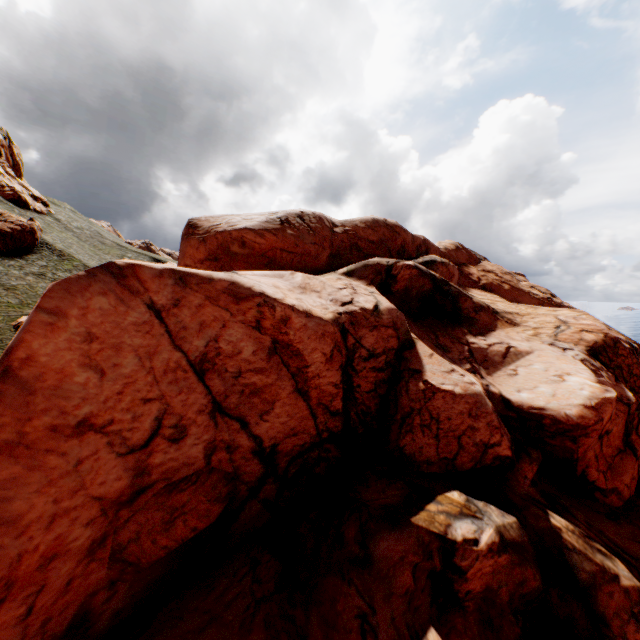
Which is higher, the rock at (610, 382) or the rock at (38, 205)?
the rock at (38, 205)

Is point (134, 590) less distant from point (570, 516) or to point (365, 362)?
point (365, 362)

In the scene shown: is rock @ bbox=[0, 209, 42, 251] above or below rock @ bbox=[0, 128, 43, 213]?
below

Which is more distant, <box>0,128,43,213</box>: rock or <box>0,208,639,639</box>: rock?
<box>0,128,43,213</box>: rock

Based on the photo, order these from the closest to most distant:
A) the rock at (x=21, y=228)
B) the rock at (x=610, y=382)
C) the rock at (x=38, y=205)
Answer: the rock at (x=610, y=382)
the rock at (x=21, y=228)
the rock at (x=38, y=205)

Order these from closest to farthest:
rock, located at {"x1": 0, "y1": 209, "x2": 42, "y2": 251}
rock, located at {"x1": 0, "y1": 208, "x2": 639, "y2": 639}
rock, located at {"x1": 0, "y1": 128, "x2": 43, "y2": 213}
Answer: rock, located at {"x1": 0, "y1": 208, "x2": 639, "y2": 639}
rock, located at {"x1": 0, "y1": 209, "x2": 42, "y2": 251}
rock, located at {"x1": 0, "y1": 128, "x2": 43, "y2": 213}
